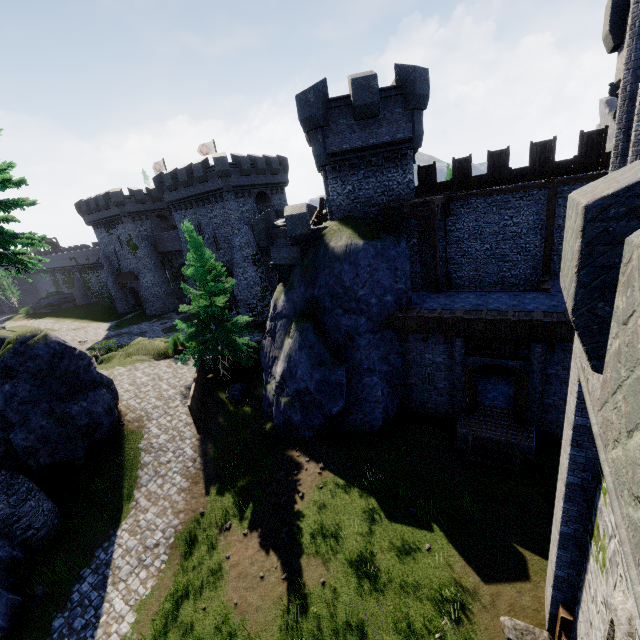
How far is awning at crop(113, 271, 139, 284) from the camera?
46.7m

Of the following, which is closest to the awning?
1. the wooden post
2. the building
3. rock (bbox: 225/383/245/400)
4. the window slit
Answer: the building

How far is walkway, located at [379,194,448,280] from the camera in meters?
16.8

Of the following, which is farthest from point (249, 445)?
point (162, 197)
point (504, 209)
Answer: point (162, 197)

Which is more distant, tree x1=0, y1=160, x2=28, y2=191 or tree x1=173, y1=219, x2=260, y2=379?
tree x1=173, y1=219, x2=260, y2=379

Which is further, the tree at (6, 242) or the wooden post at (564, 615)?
the tree at (6, 242)

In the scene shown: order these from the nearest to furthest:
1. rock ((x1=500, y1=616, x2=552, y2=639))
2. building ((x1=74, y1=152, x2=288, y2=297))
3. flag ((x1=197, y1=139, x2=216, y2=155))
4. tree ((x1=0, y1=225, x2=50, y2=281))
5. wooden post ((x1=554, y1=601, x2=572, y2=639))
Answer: wooden post ((x1=554, y1=601, x2=572, y2=639)), rock ((x1=500, y1=616, x2=552, y2=639)), tree ((x1=0, y1=225, x2=50, y2=281)), building ((x1=74, y1=152, x2=288, y2=297)), flag ((x1=197, y1=139, x2=216, y2=155))

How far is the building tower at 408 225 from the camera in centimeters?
1953cm
